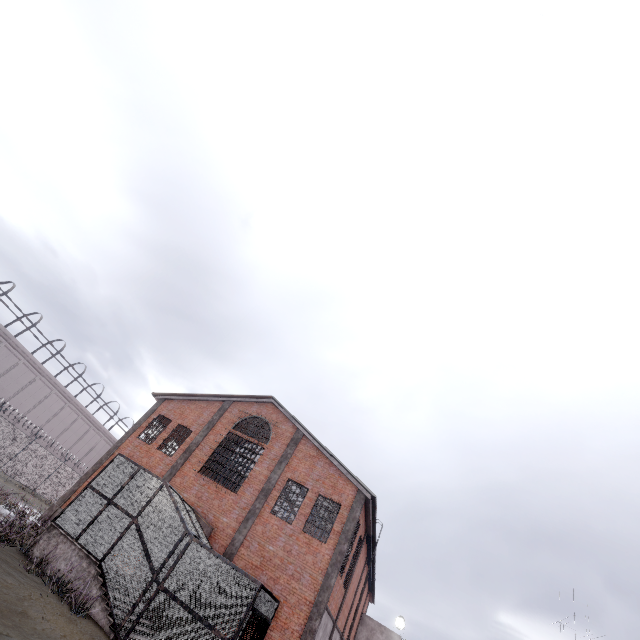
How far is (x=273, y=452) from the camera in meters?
19.9

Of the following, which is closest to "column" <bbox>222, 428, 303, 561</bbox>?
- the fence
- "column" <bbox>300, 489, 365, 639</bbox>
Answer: "column" <bbox>300, 489, 365, 639</bbox>

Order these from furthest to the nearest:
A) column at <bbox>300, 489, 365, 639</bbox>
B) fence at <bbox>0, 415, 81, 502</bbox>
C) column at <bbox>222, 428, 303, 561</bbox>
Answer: fence at <bbox>0, 415, 81, 502</bbox>
column at <bbox>222, 428, 303, 561</bbox>
column at <bbox>300, 489, 365, 639</bbox>

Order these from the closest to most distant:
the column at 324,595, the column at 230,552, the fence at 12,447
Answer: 1. the column at 324,595
2. the column at 230,552
3. the fence at 12,447

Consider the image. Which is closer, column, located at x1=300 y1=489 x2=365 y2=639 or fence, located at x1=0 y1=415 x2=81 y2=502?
column, located at x1=300 y1=489 x2=365 y2=639

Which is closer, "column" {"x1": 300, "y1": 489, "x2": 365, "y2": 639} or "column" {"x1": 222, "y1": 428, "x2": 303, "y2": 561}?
"column" {"x1": 300, "y1": 489, "x2": 365, "y2": 639}

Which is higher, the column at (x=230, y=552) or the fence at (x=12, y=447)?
the column at (x=230, y=552)

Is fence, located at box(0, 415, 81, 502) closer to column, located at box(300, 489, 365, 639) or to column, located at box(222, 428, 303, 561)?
column, located at box(222, 428, 303, 561)
